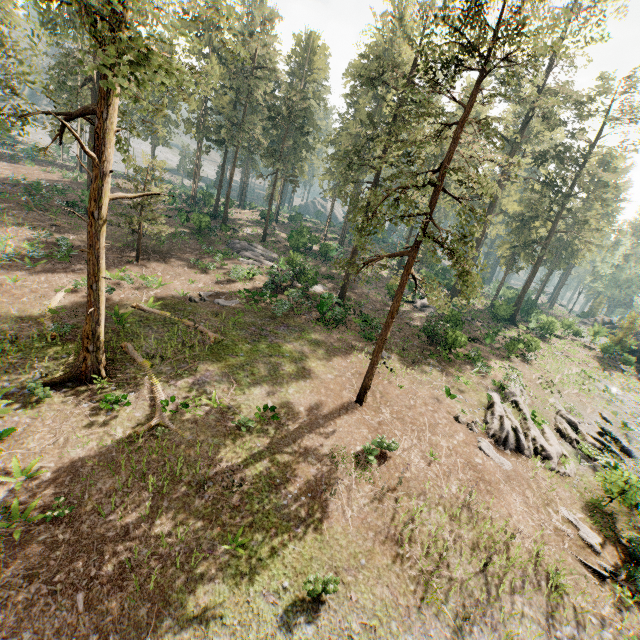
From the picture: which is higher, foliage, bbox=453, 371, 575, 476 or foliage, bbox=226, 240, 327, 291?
foliage, bbox=226, 240, 327, 291

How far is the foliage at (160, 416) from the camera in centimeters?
1278cm

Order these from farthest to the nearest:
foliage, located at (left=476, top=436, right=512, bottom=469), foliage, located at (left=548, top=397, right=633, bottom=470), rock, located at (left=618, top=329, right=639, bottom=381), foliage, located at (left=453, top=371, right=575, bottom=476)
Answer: rock, located at (left=618, top=329, right=639, bottom=381), foliage, located at (left=548, top=397, right=633, bottom=470), foliage, located at (left=453, top=371, right=575, bottom=476), foliage, located at (left=476, top=436, right=512, bottom=469)

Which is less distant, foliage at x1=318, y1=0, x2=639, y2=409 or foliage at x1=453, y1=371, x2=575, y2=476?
foliage at x1=318, y1=0, x2=639, y2=409

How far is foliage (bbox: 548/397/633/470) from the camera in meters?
20.2

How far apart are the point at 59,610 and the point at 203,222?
34.3m

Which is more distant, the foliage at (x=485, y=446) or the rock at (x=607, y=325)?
the rock at (x=607, y=325)
